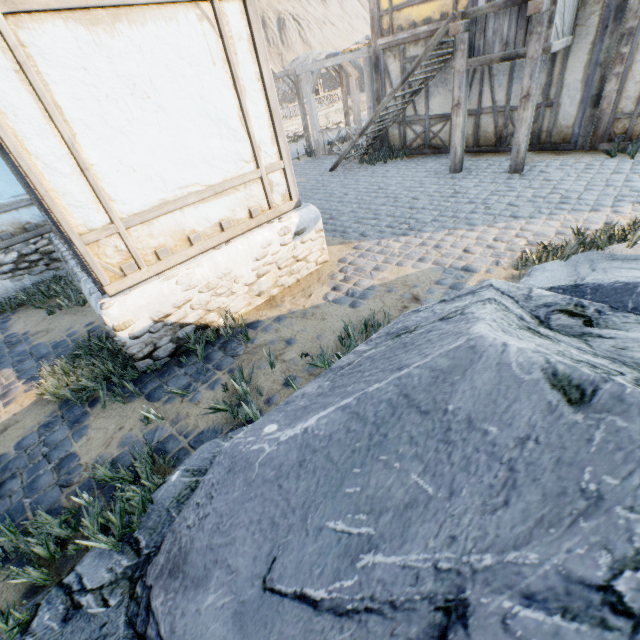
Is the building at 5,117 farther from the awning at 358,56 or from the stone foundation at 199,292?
the awning at 358,56

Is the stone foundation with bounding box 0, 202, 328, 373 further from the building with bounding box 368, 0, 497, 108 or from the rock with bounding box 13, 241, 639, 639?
the building with bounding box 368, 0, 497, 108

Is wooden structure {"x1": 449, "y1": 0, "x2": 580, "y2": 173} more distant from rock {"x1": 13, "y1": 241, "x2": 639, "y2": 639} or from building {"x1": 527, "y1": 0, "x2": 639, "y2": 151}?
rock {"x1": 13, "y1": 241, "x2": 639, "y2": 639}

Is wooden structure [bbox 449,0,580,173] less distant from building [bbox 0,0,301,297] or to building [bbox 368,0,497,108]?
building [bbox 368,0,497,108]

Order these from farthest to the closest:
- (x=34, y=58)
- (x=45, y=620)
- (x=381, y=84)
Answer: (x=381, y=84), (x=34, y=58), (x=45, y=620)

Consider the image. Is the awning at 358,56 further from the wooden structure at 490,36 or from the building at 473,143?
the wooden structure at 490,36

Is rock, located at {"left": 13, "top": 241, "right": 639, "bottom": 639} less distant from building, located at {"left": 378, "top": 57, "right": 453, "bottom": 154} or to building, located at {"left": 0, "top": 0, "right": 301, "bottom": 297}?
building, located at {"left": 0, "top": 0, "right": 301, "bottom": 297}

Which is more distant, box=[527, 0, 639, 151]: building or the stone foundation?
box=[527, 0, 639, 151]: building
